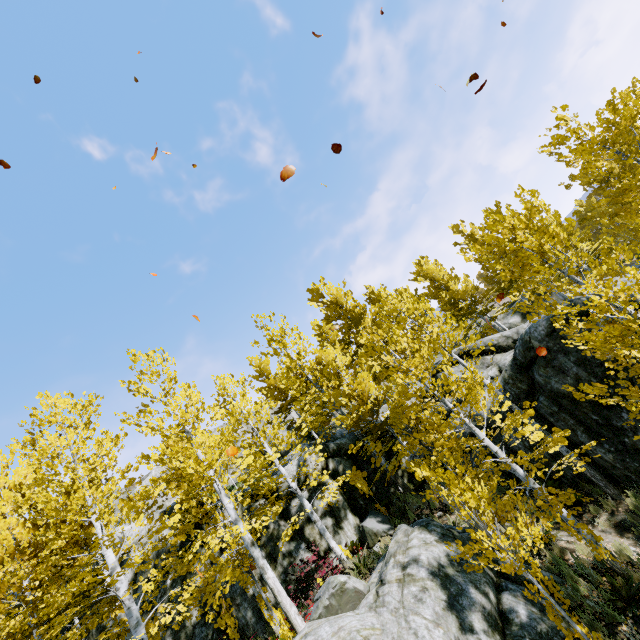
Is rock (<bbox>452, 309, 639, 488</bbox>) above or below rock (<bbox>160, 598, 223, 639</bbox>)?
below

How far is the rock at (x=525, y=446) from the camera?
10.9m

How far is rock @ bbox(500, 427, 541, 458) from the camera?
10.86m

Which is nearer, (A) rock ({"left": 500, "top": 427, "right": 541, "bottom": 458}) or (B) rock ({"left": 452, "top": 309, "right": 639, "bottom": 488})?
(B) rock ({"left": 452, "top": 309, "right": 639, "bottom": 488})

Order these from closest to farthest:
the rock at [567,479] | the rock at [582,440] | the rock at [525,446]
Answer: the rock at [582,440]
the rock at [567,479]
the rock at [525,446]

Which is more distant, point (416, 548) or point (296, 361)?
point (296, 361)
